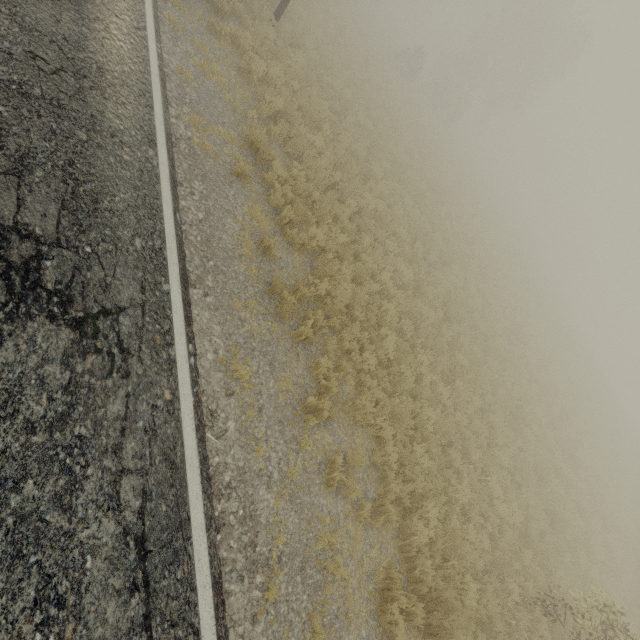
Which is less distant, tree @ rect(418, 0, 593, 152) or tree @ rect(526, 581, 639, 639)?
tree @ rect(526, 581, 639, 639)

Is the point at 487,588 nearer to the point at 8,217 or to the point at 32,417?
the point at 32,417

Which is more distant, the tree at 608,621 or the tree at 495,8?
the tree at 495,8

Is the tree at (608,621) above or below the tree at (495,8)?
below

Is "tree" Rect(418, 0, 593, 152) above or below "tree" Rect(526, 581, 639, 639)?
above
